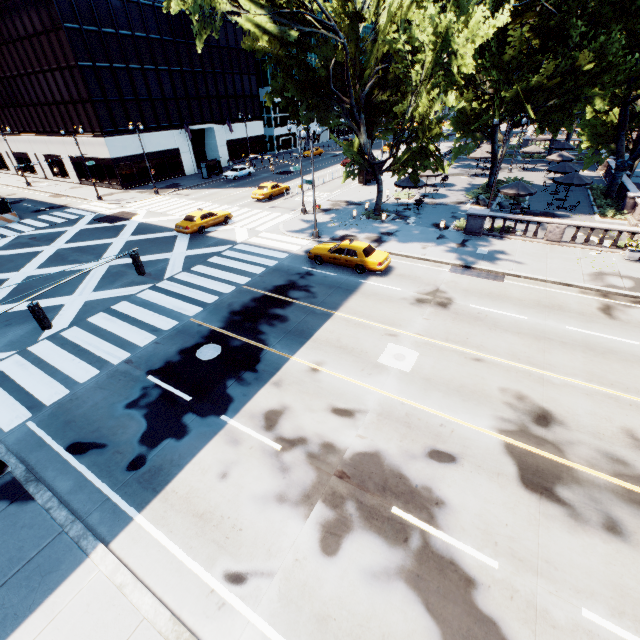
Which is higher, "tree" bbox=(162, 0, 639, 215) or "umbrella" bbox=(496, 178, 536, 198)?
"tree" bbox=(162, 0, 639, 215)

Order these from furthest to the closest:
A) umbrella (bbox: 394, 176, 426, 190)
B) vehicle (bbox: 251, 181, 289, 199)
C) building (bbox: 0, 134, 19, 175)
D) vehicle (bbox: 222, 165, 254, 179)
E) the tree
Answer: building (bbox: 0, 134, 19, 175)
vehicle (bbox: 222, 165, 254, 179)
vehicle (bbox: 251, 181, 289, 199)
umbrella (bbox: 394, 176, 426, 190)
the tree

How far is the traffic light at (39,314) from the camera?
9.1 meters

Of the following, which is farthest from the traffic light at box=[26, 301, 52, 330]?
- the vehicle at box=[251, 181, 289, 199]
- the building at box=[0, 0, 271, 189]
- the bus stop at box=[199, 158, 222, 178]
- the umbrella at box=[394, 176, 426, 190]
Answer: the bus stop at box=[199, 158, 222, 178]

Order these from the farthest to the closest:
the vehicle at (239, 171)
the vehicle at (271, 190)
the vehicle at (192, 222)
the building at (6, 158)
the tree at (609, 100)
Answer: the building at (6, 158), the vehicle at (239, 171), the vehicle at (271, 190), the vehicle at (192, 222), the tree at (609, 100)

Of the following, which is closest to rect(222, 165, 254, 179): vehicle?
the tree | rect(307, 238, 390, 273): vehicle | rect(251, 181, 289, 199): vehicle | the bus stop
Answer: the bus stop

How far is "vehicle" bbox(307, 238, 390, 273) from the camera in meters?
19.0

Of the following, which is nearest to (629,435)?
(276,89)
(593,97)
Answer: (593,97)
